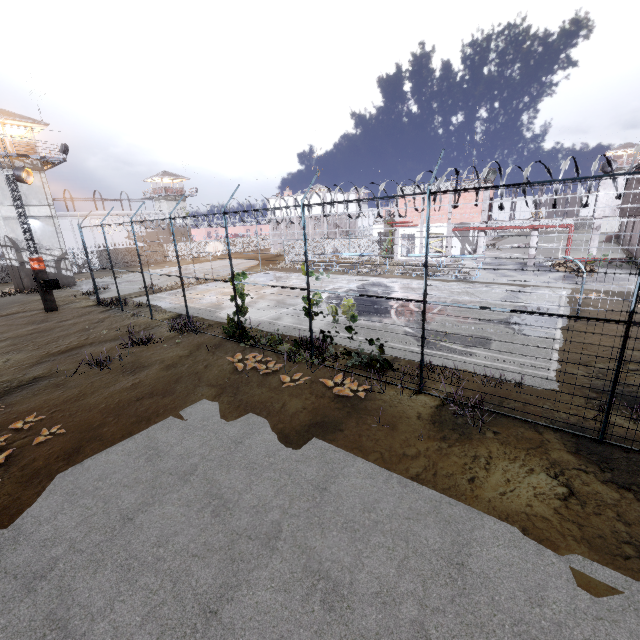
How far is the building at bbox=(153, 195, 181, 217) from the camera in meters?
57.7 m

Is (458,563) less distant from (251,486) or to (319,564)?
(319,564)

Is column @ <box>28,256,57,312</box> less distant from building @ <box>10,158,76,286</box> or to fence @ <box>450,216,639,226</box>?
fence @ <box>450,216,639,226</box>

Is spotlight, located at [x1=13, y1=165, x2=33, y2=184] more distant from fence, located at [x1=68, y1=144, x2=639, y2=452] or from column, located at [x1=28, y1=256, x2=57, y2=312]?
column, located at [x1=28, y1=256, x2=57, y2=312]

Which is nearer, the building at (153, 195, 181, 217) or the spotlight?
the spotlight

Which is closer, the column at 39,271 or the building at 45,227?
the column at 39,271

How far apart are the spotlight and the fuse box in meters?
6.0 m

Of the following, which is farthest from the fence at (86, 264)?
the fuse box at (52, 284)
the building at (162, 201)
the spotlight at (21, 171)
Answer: the building at (162, 201)
